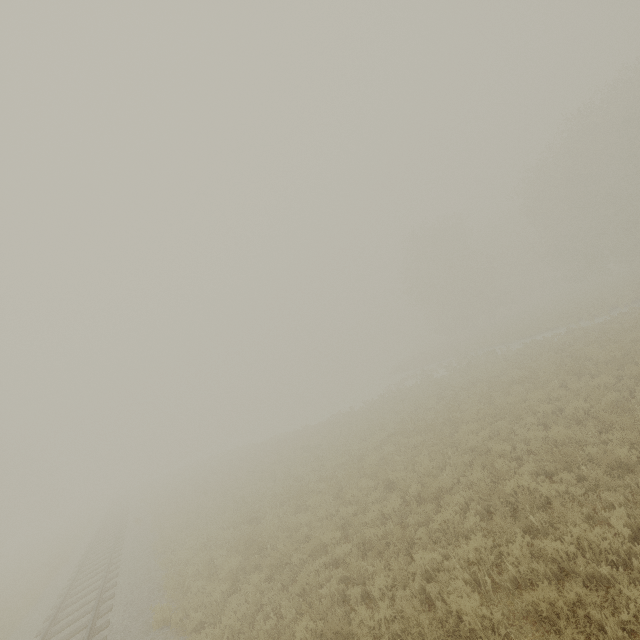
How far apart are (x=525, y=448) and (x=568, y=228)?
41.9m
